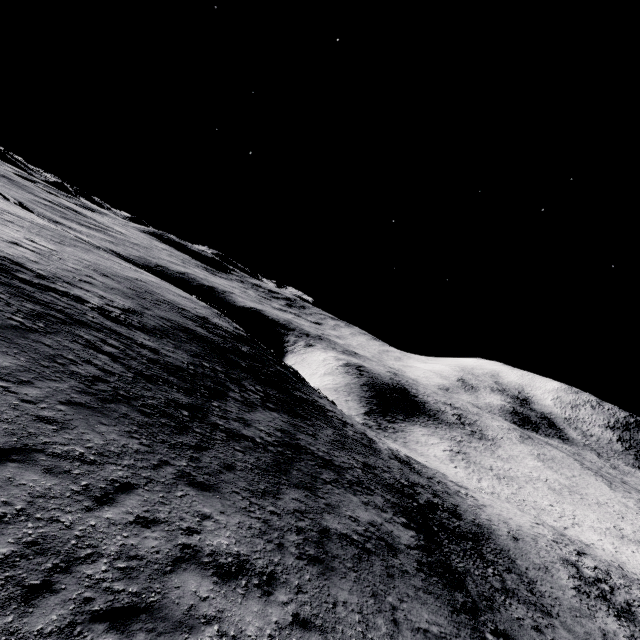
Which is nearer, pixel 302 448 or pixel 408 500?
pixel 302 448
